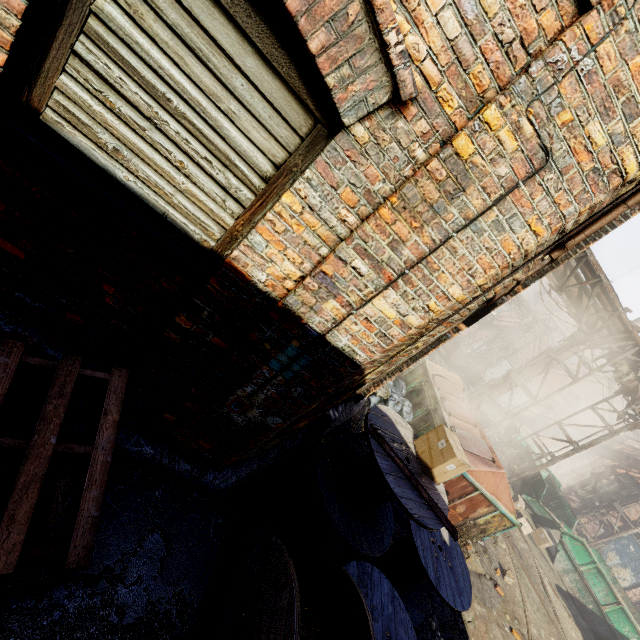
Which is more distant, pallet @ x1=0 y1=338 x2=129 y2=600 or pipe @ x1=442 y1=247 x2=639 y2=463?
pipe @ x1=442 y1=247 x2=639 y2=463

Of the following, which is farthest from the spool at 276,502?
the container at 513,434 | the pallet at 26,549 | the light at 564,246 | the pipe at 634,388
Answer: the container at 513,434

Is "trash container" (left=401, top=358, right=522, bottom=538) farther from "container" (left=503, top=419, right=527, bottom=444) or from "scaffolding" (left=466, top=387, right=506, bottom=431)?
"container" (left=503, top=419, right=527, bottom=444)

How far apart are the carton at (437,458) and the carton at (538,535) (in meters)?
10.50

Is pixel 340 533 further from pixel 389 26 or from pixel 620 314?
pixel 620 314

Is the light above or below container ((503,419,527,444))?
above

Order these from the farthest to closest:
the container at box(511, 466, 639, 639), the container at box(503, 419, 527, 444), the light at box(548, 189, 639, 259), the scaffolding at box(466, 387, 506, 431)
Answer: the container at box(503, 419, 527, 444), the scaffolding at box(466, 387, 506, 431), the container at box(511, 466, 639, 639), the light at box(548, 189, 639, 259)

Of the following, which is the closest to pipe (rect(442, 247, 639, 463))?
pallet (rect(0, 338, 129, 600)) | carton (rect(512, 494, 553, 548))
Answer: carton (rect(512, 494, 553, 548))
